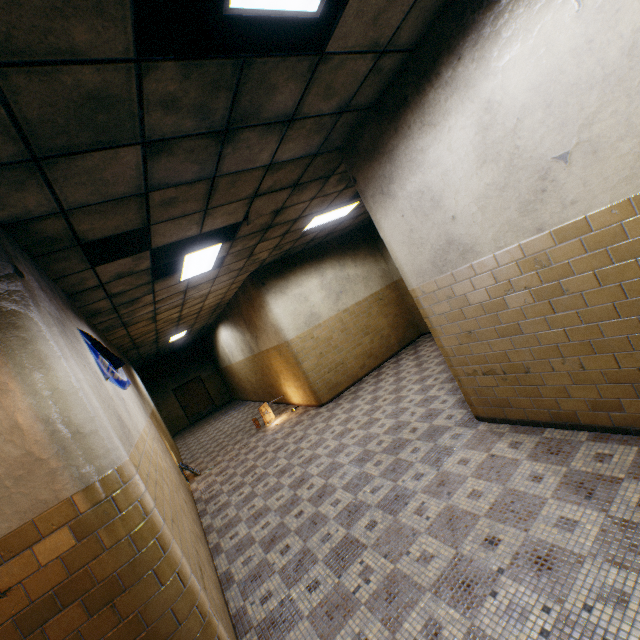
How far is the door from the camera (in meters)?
17.78

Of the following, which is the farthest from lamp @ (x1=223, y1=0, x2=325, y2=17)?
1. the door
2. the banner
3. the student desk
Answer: the door

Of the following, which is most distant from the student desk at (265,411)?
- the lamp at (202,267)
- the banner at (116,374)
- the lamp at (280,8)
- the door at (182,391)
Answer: the door at (182,391)

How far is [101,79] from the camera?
1.8 meters

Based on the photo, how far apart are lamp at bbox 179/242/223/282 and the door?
13.64m

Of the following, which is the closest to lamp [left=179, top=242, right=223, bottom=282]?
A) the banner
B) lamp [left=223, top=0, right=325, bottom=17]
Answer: the banner

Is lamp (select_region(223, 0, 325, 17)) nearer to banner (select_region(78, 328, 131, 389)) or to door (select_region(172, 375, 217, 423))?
banner (select_region(78, 328, 131, 389))

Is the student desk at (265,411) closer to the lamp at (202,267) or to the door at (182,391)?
the lamp at (202,267)
